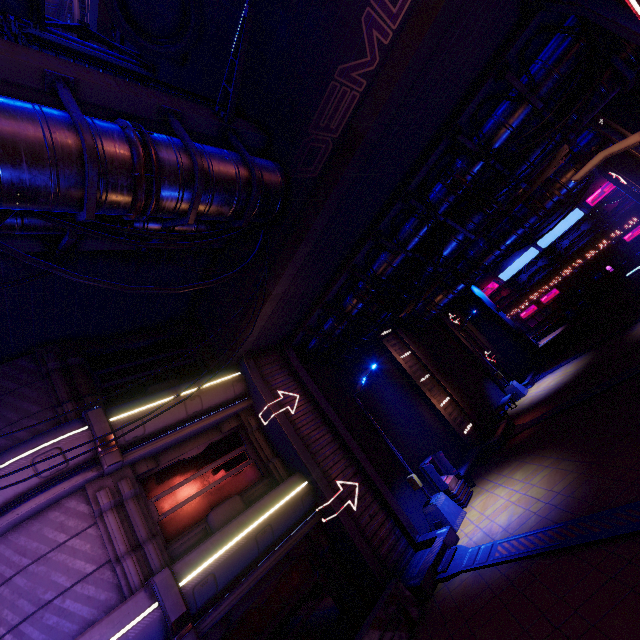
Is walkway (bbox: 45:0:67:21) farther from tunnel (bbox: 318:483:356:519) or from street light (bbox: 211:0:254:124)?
tunnel (bbox: 318:483:356:519)

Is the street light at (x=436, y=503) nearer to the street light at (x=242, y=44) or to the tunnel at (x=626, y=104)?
the tunnel at (x=626, y=104)

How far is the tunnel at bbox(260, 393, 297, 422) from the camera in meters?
11.8 m

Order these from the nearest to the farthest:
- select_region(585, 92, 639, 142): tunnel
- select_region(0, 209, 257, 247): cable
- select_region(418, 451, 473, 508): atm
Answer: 1. select_region(0, 209, 257, 247): cable
2. select_region(585, 92, 639, 142): tunnel
3. select_region(418, 451, 473, 508): atm

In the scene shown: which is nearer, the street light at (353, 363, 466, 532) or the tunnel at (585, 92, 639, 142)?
the tunnel at (585, 92, 639, 142)

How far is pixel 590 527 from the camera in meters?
6.9 m

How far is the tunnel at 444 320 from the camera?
22.84m

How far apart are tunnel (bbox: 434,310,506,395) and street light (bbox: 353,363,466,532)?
13.2m
